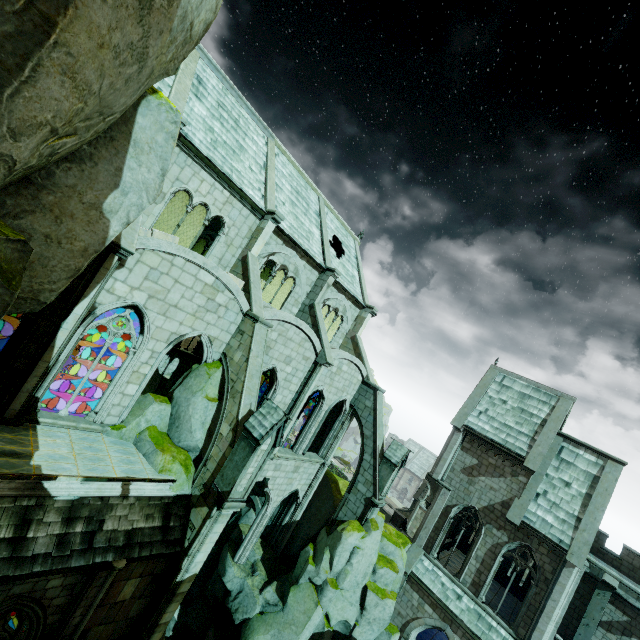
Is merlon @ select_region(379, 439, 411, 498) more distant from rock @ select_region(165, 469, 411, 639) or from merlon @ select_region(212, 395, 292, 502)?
merlon @ select_region(212, 395, 292, 502)

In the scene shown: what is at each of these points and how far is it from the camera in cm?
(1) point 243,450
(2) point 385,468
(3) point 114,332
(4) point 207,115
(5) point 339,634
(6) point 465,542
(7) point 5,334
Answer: (1) merlon, 1109
(2) merlon, 1995
(3) window, 1136
(4) building, 1580
(5) rock, 1791
(6) building, 2867
(7) rock, 3400

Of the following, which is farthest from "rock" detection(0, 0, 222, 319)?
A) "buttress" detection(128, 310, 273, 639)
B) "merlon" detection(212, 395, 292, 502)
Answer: "merlon" detection(212, 395, 292, 502)

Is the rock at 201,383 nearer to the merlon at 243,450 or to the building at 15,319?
the building at 15,319

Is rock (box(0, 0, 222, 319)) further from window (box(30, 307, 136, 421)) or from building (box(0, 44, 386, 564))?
window (box(30, 307, 136, 421))

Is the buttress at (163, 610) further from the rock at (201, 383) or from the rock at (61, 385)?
the rock at (61, 385)

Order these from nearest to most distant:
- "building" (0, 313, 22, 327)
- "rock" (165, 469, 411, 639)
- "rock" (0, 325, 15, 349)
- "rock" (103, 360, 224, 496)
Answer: "rock" (103, 360, 224, 496), "rock" (165, 469, 411, 639), "building" (0, 313, 22, 327), "rock" (0, 325, 15, 349)

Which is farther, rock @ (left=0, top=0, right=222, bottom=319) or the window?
the window
